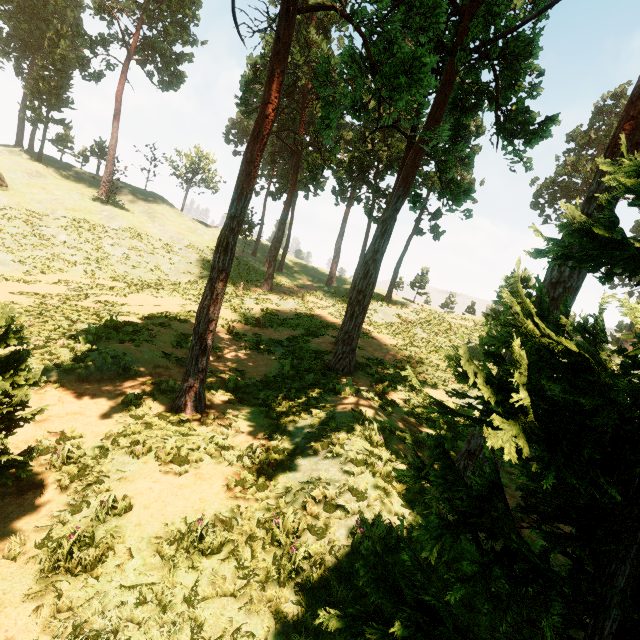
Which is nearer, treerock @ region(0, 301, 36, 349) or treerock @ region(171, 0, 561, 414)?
treerock @ region(0, 301, 36, 349)

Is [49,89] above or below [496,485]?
above

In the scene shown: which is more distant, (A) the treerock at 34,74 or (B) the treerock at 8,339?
(A) the treerock at 34,74

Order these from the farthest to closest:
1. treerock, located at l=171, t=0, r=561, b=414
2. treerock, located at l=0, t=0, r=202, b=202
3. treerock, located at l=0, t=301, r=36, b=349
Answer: treerock, located at l=0, t=0, r=202, b=202
treerock, located at l=171, t=0, r=561, b=414
treerock, located at l=0, t=301, r=36, b=349

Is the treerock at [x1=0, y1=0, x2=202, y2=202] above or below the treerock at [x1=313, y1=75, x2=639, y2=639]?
above
